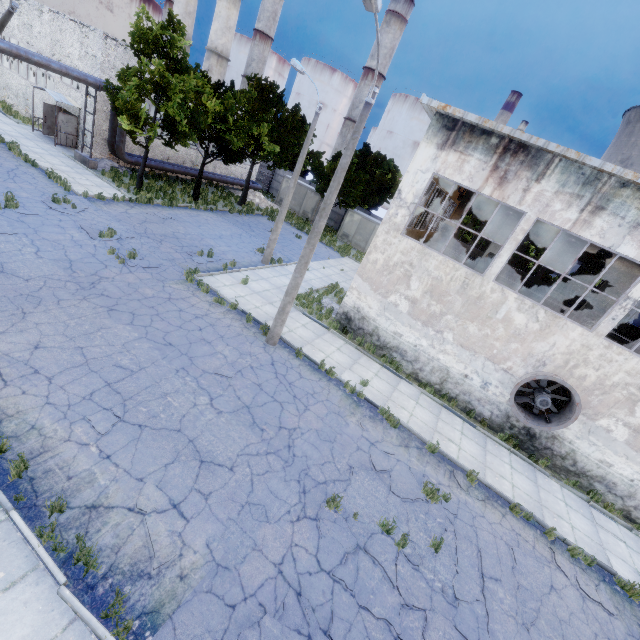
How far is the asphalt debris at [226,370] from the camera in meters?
10.0

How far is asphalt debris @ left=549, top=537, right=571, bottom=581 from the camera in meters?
8.8

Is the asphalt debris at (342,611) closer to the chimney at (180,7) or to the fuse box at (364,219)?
the fuse box at (364,219)

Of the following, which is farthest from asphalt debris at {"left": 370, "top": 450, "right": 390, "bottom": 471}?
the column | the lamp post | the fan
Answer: the column

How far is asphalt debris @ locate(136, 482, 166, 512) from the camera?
6.1 meters

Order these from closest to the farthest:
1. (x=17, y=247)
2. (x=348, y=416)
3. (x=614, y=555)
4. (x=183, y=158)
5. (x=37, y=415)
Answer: (x=37, y=415) → (x=614, y=555) → (x=348, y=416) → (x=17, y=247) → (x=183, y=158)

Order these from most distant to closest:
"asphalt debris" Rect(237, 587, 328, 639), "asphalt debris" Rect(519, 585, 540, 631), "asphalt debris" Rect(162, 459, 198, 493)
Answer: "asphalt debris" Rect(519, 585, 540, 631)
"asphalt debris" Rect(162, 459, 198, 493)
"asphalt debris" Rect(237, 587, 328, 639)

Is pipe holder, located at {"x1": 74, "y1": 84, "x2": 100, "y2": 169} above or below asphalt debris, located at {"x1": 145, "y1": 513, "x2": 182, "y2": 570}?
above
